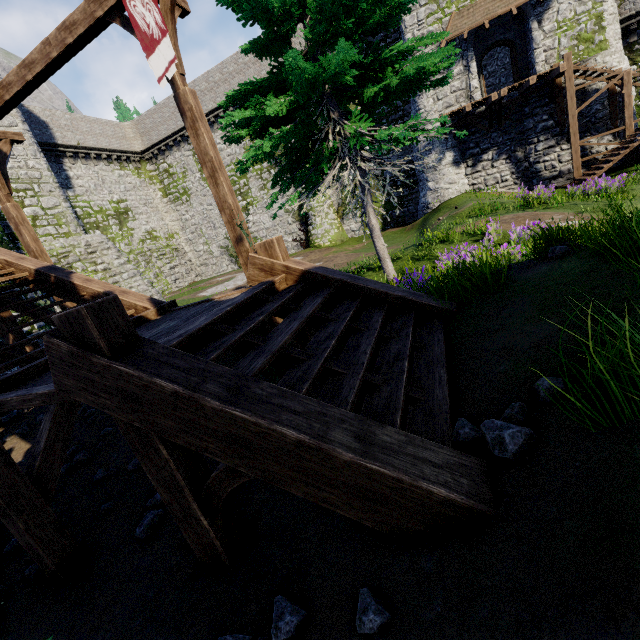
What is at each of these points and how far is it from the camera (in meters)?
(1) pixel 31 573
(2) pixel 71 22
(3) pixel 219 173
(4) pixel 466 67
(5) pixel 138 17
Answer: (1) instancedfoliageactor, 4.21
(2) wooden beam, 5.77
(3) wooden post, 6.03
(4) building, 19.11
(5) flag, 4.47

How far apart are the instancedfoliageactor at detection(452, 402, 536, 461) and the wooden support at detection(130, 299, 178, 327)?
4.8m

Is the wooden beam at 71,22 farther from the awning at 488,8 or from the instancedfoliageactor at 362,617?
the awning at 488,8

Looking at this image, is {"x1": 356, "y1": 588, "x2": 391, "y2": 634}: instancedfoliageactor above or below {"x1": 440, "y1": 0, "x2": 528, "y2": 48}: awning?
below

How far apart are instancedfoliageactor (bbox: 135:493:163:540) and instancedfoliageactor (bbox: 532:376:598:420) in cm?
385

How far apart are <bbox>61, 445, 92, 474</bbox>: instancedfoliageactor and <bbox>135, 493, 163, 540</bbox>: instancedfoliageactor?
3.07m

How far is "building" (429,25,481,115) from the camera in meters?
18.7 m

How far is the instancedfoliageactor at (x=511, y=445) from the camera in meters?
1.9
